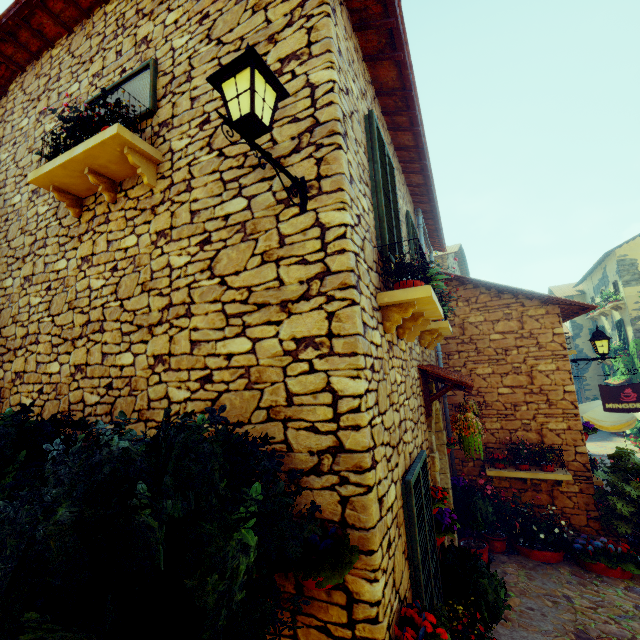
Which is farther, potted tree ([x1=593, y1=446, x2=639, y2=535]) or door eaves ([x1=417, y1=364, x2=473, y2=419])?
potted tree ([x1=593, y1=446, x2=639, y2=535])

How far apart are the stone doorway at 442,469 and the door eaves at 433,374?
0.0m

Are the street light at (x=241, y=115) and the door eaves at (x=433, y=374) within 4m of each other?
yes

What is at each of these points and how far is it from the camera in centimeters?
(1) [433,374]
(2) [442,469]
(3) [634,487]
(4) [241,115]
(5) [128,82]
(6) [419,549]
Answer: (1) door eaves, 460cm
(2) stone doorway, 615cm
(3) potted tree, 581cm
(4) street light, 198cm
(5) window, 375cm
(6) window, 276cm

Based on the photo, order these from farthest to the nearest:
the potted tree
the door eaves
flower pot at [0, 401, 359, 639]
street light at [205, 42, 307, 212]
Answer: the potted tree < the door eaves < street light at [205, 42, 307, 212] < flower pot at [0, 401, 359, 639]

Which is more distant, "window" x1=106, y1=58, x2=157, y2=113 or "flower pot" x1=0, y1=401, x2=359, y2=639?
"window" x1=106, y1=58, x2=157, y2=113

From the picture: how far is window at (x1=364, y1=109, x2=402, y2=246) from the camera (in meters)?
3.26

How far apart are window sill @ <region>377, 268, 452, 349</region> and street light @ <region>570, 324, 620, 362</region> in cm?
501
